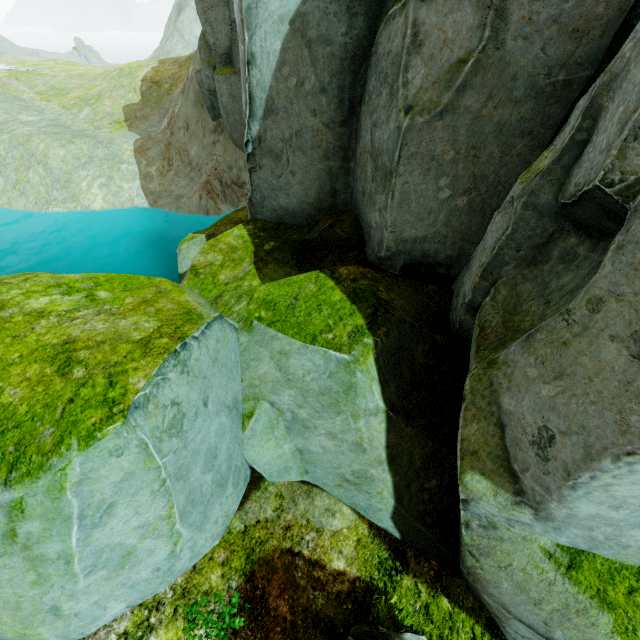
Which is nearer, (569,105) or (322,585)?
(322,585)
